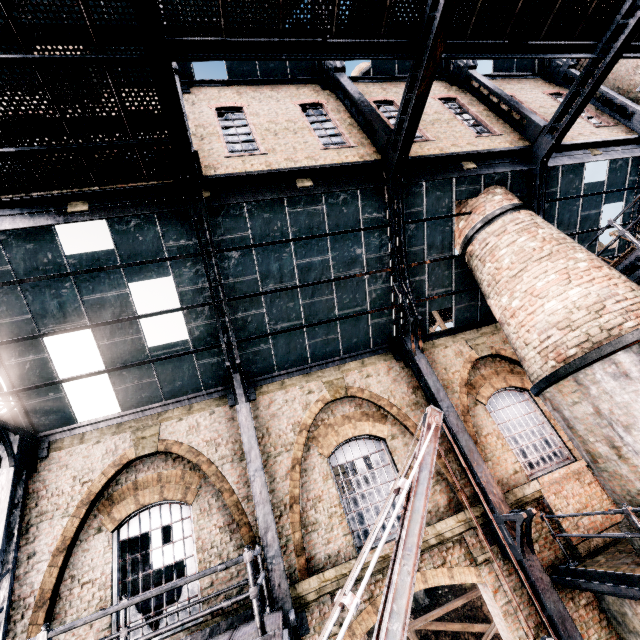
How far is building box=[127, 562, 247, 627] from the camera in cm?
772

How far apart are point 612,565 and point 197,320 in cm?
1245

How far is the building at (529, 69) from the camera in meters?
13.9 m

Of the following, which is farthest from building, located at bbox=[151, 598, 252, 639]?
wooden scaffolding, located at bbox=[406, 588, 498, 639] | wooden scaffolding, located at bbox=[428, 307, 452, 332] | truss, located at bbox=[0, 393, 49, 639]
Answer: wooden scaffolding, located at bbox=[428, 307, 452, 332]

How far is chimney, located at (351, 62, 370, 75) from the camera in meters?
16.9

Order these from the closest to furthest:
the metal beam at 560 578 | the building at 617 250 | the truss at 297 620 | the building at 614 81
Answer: the truss at 297 620
the metal beam at 560 578
the building at 614 81
the building at 617 250
